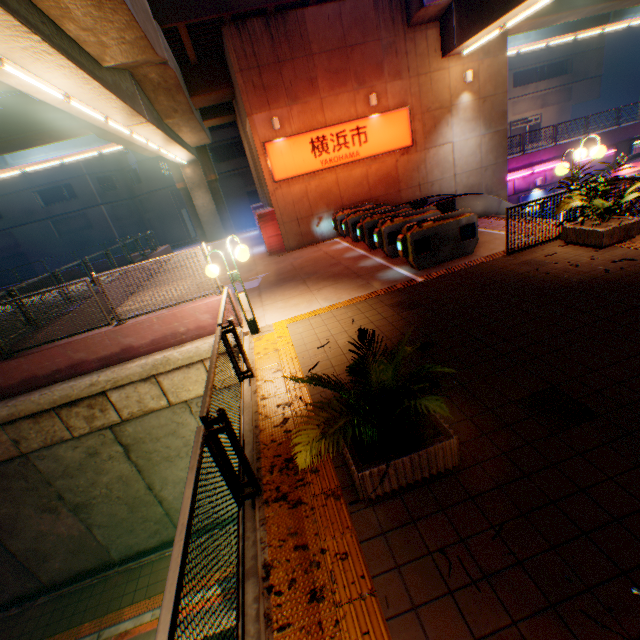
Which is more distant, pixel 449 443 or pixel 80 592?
pixel 80 592

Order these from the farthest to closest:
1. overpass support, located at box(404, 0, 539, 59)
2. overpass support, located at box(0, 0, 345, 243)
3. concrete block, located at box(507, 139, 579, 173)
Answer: concrete block, located at box(507, 139, 579, 173) < overpass support, located at box(404, 0, 539, 59) < overpass support, located at box(0, 0, 345, 243)

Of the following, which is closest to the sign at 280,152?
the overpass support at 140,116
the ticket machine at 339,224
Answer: the overpass support at 140,116

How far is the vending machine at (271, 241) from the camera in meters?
15.0

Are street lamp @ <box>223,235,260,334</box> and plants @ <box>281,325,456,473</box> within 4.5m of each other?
yes

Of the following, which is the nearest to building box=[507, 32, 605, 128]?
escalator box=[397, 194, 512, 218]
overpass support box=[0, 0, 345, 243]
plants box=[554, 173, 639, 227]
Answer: overpass support box=[0, 0, 345, 243]

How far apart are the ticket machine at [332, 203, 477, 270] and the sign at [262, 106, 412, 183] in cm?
574

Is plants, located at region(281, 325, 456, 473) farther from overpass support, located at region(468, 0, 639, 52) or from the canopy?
the canopy
